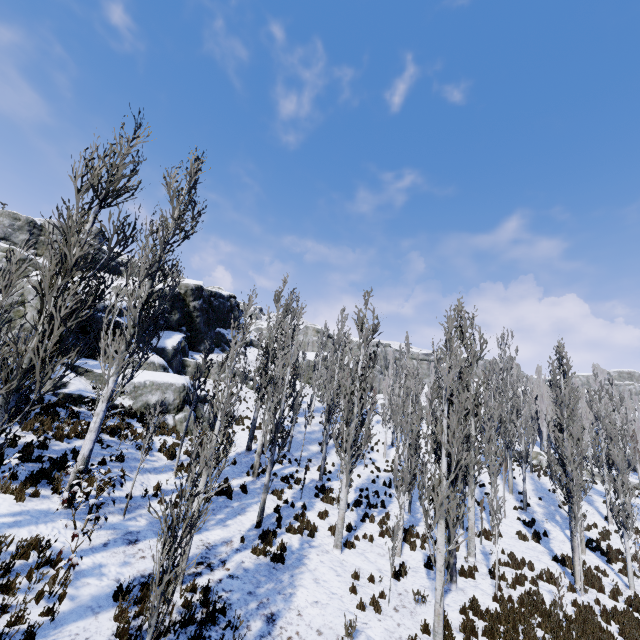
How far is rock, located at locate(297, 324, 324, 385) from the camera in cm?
4503

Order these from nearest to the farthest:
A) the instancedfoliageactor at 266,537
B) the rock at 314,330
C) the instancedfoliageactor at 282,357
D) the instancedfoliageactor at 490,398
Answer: the instancedfoliageactor at 490,398 < the instancedfoliageactor at 266,537 < the instancedfoliageactor at 282,357 < the rock at 314,330

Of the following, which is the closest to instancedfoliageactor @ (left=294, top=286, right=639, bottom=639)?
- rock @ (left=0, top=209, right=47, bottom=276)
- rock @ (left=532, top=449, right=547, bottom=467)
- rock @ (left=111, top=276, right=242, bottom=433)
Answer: rock @ (left=532, top=449, right=547, bottom=467)

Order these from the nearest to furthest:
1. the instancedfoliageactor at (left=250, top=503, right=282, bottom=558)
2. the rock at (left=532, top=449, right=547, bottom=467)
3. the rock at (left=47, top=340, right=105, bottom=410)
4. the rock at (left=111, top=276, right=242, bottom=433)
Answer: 1. the instancedfoliageactor at (left=250, top=503, right=282, bottom=558)
2. the rock at (left=47, top=340, right=105, bottom=410)
3. the rock at (left=111, top=276, right=242, bottom=433)
4. the rock at (left=532, top=449, right=547, bottom=467)

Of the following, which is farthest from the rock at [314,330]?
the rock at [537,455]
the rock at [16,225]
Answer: the rock at [537,455]

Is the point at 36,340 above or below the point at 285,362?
below

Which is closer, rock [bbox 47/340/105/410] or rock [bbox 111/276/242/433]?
rock [bbox 47/340/105/410]

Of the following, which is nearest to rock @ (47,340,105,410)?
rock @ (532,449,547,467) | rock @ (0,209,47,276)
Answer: rock @ (0,209,47,276)
